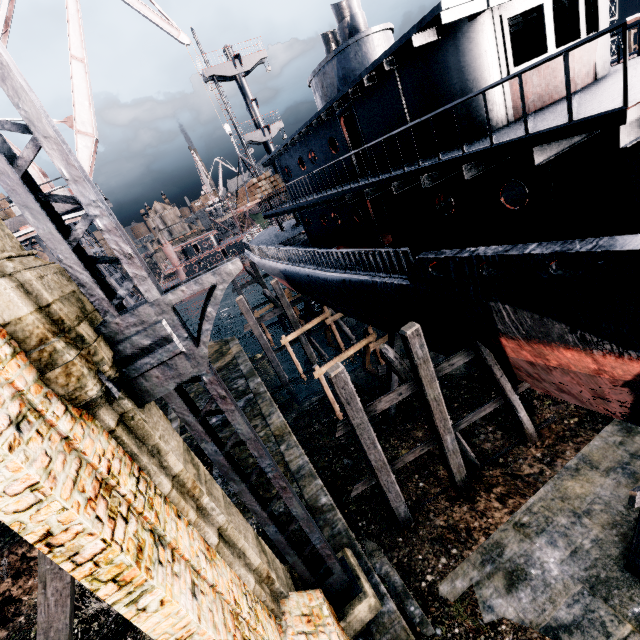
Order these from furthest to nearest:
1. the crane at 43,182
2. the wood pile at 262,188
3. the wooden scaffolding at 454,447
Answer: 1. the wood pile at 262,188
2. the crane at 43,182
3. the wooden scaffolding at 454,447

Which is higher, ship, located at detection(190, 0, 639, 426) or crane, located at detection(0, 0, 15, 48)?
crane, located at detection(0, 0, 15, 48)

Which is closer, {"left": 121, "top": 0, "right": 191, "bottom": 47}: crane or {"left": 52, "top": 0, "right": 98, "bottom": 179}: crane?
{"left": 52, "top": 0, "right": 98, "bottom": 179}: crane

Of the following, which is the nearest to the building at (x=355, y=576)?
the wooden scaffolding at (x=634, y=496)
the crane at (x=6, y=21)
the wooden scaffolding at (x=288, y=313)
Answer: the crane at (x=6, y=21)

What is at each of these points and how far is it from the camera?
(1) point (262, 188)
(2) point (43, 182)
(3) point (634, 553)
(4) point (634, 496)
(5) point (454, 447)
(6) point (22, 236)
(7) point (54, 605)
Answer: (1) wood pile, 21.8m
(2) crane, 19.4m
(3) wooden scaffolding, 8.7m
(4) wooden scaffolding, 8.1m
(5) wooden scaffolding, 11.9m
(6) crane, 17.6m
(7) wooden brace, 6.1m

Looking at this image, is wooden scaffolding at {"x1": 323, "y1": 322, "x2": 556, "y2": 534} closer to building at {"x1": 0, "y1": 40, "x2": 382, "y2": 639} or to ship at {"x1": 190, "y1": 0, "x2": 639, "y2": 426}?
ship at {"x1": 190, "y1": 0, "x2": 639, "y2": 426}

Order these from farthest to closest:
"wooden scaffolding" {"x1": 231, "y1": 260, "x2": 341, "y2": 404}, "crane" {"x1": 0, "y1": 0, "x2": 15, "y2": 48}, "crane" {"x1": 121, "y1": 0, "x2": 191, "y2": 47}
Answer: "wooden scaffolding" {"x1": 231, "y1": 260, "x2": 341, "y2": 404} → "crane" {"x1": 121, "y1": 0, "x2": 191, "y2": 47} → "crane" {"x1": 0, "y1": 0, "x2": 15, "y2": 48}

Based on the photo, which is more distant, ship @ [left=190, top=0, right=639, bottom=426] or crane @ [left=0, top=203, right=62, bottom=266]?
crane @ [left=0, top=203, right=62, bottom=266]
